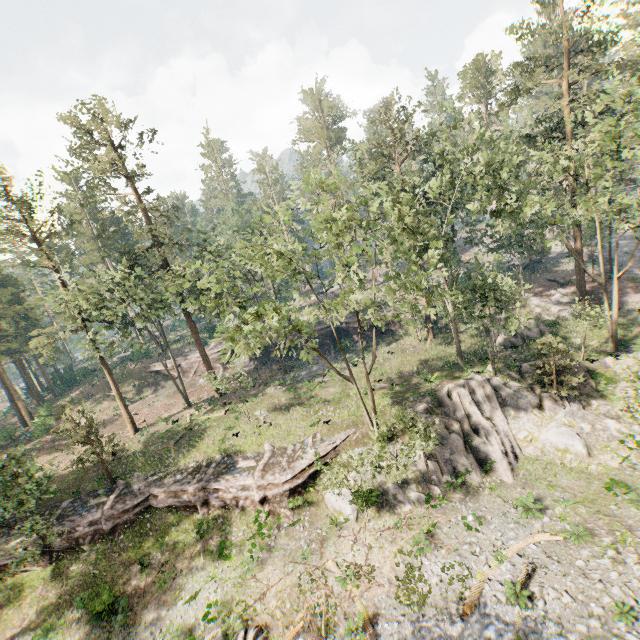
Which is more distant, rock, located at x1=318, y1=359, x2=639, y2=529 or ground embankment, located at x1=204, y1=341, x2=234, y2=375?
ground embankment, located at x1=204, y1=341, x2=234, y2=375

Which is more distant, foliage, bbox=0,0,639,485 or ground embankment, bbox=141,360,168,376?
ground embankment, bbox=141,360,168,376

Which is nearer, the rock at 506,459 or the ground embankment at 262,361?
the rock at 506,459

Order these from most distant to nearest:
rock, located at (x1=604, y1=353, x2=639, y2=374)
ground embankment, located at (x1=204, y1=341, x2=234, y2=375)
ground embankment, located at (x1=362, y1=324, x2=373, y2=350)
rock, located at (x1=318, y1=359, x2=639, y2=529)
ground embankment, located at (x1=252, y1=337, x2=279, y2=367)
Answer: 1. ground embankment, located at (x1=204, y1=341, x2=234, y2=375)
2. ground embankment, located at (x1=252, y1=337, x2=279, y2=367)
3. ground embankment, located at (x1=362, y1=324, x2=373, y2=350)
4. rock, located at (x1=604, y1=353, x2=639, y2=374)
5. rock, located at (x1=318, y1=359, x2=639, y2=529)

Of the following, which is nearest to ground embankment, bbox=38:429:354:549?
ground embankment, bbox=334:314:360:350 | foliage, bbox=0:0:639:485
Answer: foliage, bbox=0:0:639:485

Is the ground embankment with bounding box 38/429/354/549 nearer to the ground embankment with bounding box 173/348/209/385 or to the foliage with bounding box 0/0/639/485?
the foliage with bounding box 0/0/639/485

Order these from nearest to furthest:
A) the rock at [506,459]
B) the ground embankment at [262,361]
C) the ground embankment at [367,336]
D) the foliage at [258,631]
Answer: the foliage at [258,631] < the rock at [506,459] < the ground embankment at [367,336] < the ground embankment at [262,361]

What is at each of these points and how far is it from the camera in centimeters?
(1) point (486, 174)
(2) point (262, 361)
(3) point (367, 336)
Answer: (1) foliage, 2464cm
(2) ground embankment, 4647cm
(3) ground embankment, 4297cm
